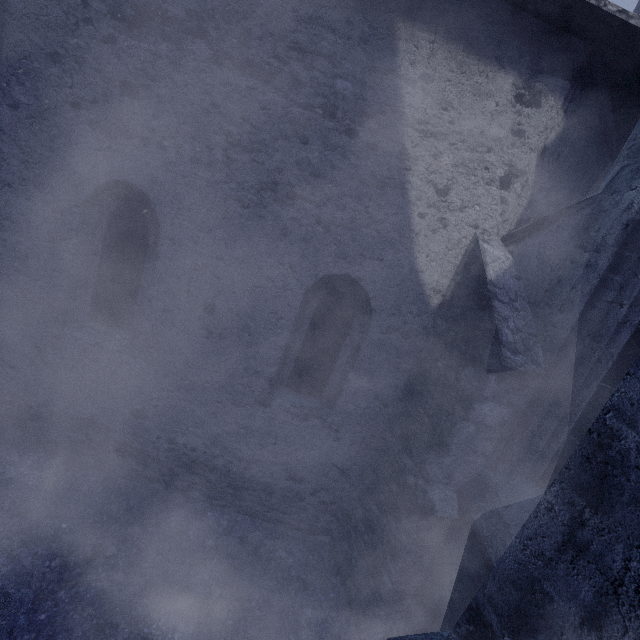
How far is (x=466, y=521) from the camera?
3.5m
